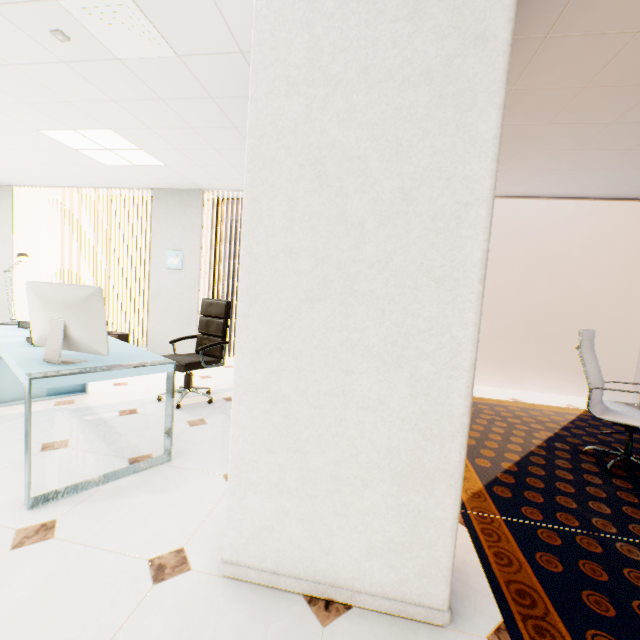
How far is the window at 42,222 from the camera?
6.5 meters

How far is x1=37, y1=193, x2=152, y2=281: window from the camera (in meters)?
6.50

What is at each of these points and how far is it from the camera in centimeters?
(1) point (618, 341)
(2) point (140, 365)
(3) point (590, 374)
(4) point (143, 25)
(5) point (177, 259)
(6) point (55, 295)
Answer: (1) window, 504cm
(2) desk, 215cm
(3) chair, 290cm
(4) ceiling vent, 212cm
(5) picture, 572cm
(6) monitor, 203cm

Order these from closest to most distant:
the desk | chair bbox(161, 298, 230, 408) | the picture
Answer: the desk, chair bbox(161, 298, 230, 408), the picture

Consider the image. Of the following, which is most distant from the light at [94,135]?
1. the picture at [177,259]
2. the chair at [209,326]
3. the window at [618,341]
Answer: the window at [618,341]

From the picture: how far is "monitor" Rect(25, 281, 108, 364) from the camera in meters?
2.0 m

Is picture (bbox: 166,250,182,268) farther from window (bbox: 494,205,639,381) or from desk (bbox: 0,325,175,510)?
window (bbox: 494,205,639,381)

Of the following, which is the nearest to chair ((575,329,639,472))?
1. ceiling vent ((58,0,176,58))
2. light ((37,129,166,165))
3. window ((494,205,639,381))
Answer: window ((494,205,639,381))
